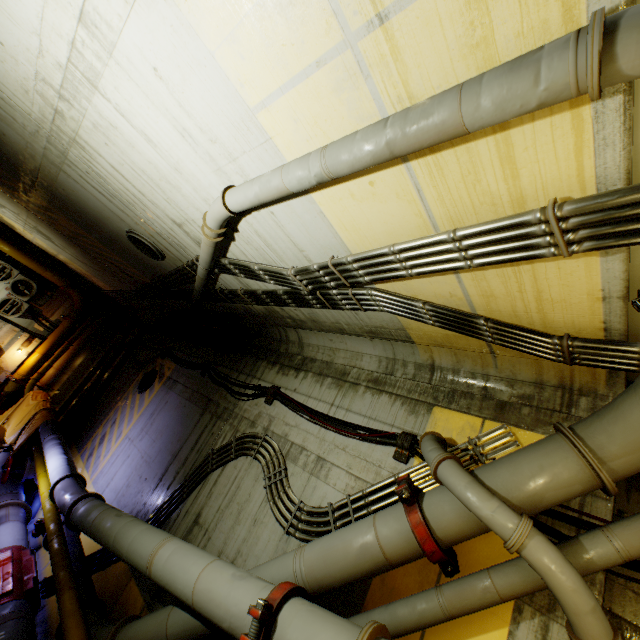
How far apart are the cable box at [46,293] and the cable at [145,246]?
10.0m

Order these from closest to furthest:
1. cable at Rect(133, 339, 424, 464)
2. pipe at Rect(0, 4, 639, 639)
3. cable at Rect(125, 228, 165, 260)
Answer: pipe at Rect(0, 4, 639, 639)
cable at Rect(133, 339, 424, 464)
cable at Rect(125, 228, 165, 260)

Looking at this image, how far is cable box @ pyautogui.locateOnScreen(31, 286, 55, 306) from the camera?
13.3 meters

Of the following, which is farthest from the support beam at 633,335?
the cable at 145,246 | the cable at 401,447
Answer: the cable at 145,246

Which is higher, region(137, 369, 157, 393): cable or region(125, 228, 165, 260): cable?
region(125, 228, 165, 260): cable

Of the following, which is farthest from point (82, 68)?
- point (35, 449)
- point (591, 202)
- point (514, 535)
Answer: point (35, 449)

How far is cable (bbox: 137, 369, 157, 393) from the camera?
10.0m

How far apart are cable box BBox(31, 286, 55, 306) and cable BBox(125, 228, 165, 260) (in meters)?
10.03
